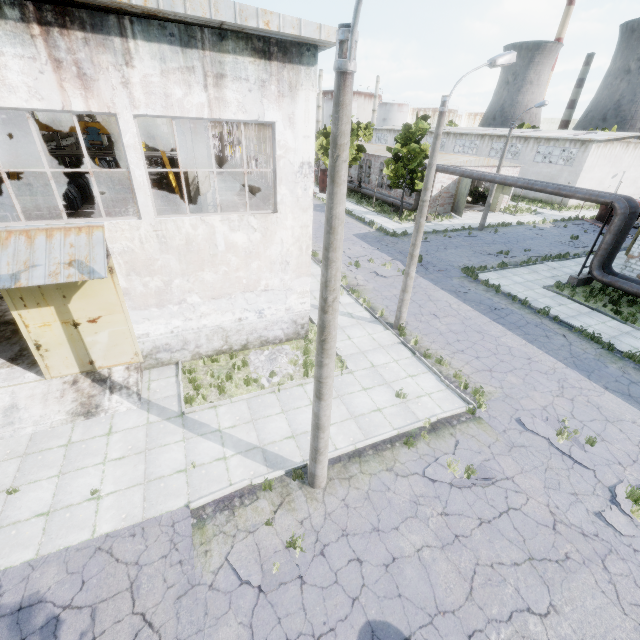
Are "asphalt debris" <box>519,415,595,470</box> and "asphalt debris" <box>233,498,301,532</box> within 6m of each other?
no

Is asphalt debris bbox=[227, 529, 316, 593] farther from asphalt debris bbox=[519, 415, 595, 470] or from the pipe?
the pipe

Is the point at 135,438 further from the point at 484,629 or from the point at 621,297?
the point at 621,297

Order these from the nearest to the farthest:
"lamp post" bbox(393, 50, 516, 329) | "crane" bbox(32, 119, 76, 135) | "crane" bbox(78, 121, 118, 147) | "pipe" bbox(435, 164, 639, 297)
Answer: "lamp post" bbox(393, 50, 516, 329)
"pipe" bbox(435, 164, 639, 297)
"crane" bbox(32, 119, 76, 135)
"crane" bbox(78, 121, 118, 147)

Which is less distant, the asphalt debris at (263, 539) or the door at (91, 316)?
the asphalt debris at (263, 539)

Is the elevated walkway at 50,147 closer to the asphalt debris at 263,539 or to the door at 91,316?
the door at 91,316

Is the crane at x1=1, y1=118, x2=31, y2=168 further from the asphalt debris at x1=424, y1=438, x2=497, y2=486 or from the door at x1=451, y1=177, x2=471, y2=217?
the door at x1=451, y1=177, x2=471, y2=217

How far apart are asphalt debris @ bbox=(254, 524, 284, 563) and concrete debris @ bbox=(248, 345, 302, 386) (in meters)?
4.09
